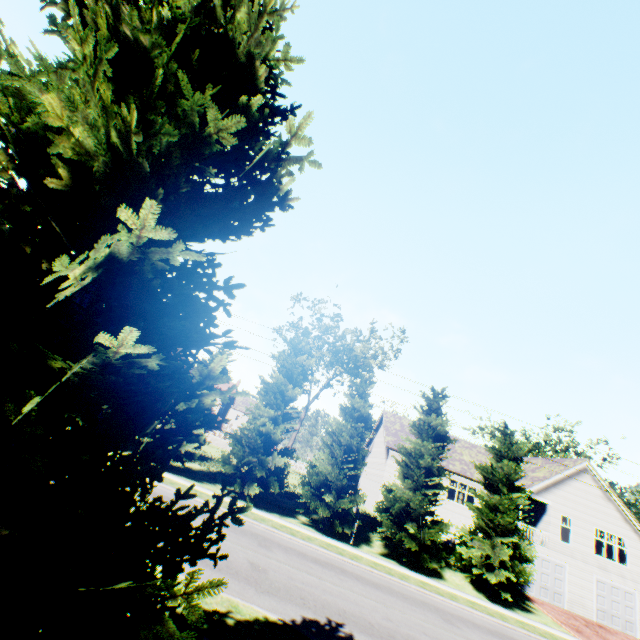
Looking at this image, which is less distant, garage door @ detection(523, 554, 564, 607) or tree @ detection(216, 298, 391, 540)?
tree @ detection(216, 298, 391, 540)

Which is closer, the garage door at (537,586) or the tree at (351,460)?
the tree at (351,460)

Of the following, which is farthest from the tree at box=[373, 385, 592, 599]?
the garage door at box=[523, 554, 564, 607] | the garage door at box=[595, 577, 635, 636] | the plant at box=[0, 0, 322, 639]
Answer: the garage door at box=[523, 554, 564, 607]

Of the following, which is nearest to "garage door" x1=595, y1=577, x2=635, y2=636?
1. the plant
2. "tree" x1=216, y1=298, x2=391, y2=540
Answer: "tree" x1=216, y1=298, x2=391, y2=540

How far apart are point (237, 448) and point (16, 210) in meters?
19.3

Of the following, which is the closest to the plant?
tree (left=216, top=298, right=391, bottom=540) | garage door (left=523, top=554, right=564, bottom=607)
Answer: tree (left=216, top=298, right=391, bottom=540)

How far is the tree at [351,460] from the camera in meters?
20.4

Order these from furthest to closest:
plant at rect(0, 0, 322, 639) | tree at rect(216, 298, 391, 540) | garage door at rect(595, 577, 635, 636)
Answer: garage door at rect(595, 577, 635, 636) < tree at rect(216, 298, 391, 540) < plant at rect(0, 0, 322, 639)
